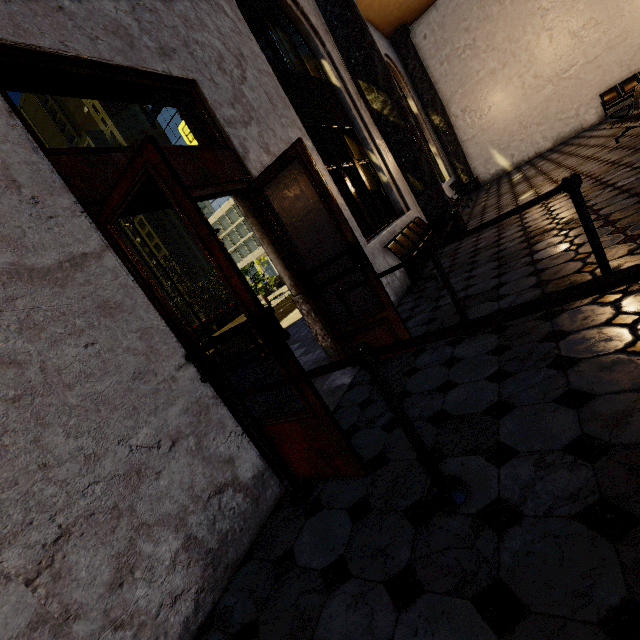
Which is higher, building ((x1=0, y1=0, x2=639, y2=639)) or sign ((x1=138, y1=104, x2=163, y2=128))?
sign ((x1=138, y1=104, x2=163, y2=128))

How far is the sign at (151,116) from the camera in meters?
3.6

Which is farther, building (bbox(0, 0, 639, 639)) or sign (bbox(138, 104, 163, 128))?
sign (bbox(138, 104, 163, 128))

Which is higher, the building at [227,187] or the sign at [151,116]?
the sign at [151,116]

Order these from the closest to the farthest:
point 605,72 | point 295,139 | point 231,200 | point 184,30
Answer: point 184,30
point 295,139
point 605,72
point 231,200

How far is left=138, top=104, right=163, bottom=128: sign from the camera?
3.6 meters
